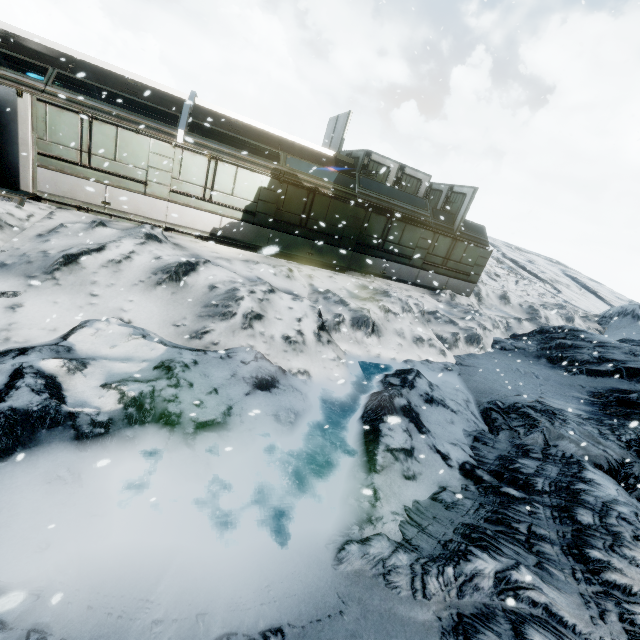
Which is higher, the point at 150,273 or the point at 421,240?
the point at 421,240
